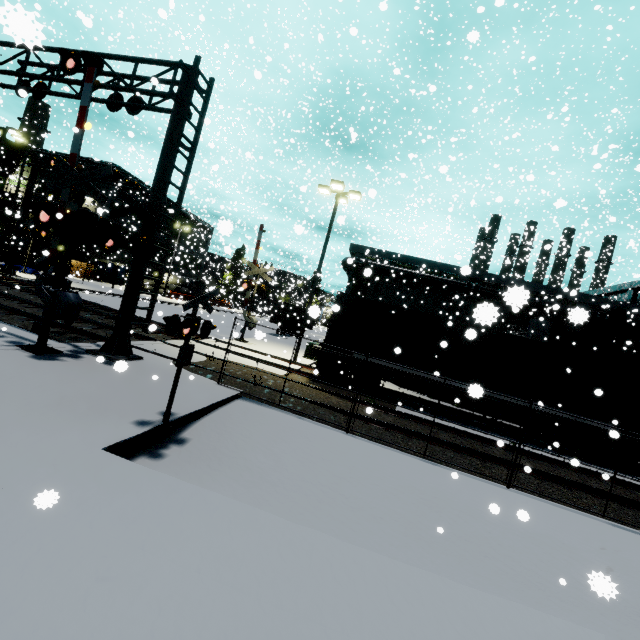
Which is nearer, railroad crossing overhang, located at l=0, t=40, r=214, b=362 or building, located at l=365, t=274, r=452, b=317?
railroad crossing overhang, located at l=0, t=40, r=214, b=362

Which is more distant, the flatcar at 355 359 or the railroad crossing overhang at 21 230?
the railroad crossing overhang at 21 230

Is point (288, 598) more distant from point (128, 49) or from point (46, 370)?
point (128, 49)

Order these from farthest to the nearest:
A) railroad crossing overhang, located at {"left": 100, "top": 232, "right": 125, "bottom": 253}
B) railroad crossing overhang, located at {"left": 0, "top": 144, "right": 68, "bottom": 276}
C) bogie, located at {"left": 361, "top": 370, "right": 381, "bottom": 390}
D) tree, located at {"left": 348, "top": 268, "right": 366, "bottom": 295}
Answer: tree, located at {"left": 348, "top": 268, "right": 366, "bottom": 295} < railroad crossing overhang, located at {"left": 0, "top": 144, "right": 68, "bottom": 276} < bogie, located at {"left": 361, "top": 370, "right": 381, "bottom": 390} < railroad crossing overhang, located at {"left": 100, "top": 232, "right": 125, "bottom": 253}

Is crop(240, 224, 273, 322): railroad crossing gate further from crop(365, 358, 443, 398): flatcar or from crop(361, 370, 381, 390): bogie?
crop(361, 370, 381, 390): bogie

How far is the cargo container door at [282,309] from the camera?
32.8 meters

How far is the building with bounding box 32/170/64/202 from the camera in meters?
42.2
